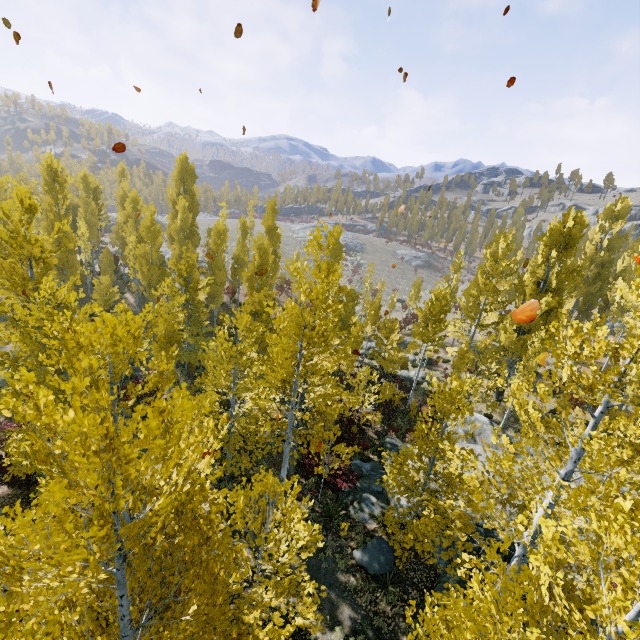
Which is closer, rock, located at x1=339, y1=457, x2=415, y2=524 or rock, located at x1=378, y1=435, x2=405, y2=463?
rock, located at x1=339, y1=457, x2=415, y2=524

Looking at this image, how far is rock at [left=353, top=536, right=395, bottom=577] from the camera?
10.9 meters

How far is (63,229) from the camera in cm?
1295

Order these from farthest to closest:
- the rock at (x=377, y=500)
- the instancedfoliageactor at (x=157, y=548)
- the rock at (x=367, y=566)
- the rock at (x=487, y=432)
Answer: the rock at (x=487, y=432) < the rock at (x=377, y=500) < the rock at (x=367, y=566) < the instancedfoliageactor at (x=157, y=548)

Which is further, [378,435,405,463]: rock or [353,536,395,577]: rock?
[378,435,405,463]: rock

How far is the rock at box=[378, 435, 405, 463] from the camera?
15.6 meters

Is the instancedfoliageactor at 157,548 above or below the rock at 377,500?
above

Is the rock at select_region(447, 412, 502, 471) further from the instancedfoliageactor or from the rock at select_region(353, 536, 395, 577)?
the rock at select_region(353, 536, 395, 577)
